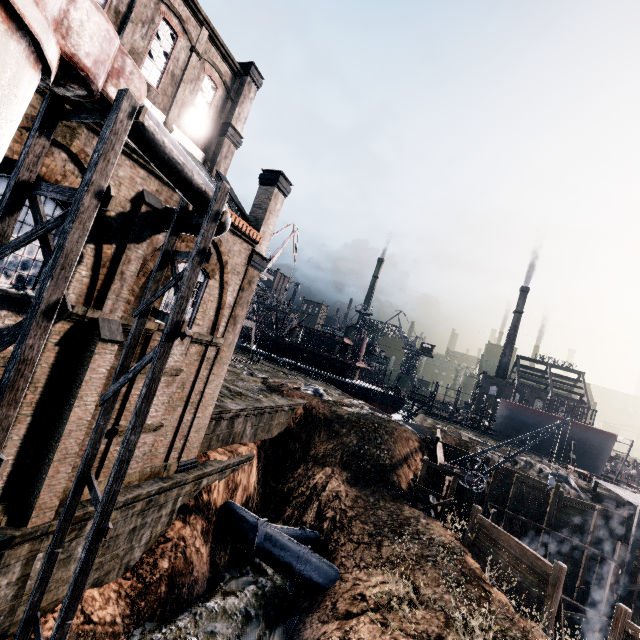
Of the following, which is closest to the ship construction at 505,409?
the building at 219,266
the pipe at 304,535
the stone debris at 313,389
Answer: the stone debris at 313,389

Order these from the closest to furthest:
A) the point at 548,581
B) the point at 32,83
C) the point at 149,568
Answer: the point at 32,83, the point at 149,568, the point at 548,581

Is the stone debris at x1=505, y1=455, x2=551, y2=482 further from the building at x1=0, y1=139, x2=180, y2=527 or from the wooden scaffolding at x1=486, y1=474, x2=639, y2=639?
the building at x1=0, y1=139, x2=180, y2=527

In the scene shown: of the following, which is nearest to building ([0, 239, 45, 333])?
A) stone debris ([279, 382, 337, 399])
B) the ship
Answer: stone debris ([279, 382, 337, 399])

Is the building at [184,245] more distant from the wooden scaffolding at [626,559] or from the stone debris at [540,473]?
the stone debris at [540,473]

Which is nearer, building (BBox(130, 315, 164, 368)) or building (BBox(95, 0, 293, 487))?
building (BBox(130, 315, 164, 368))

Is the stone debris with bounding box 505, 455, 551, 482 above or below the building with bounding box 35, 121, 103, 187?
below

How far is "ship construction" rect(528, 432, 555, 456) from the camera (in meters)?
51.31
